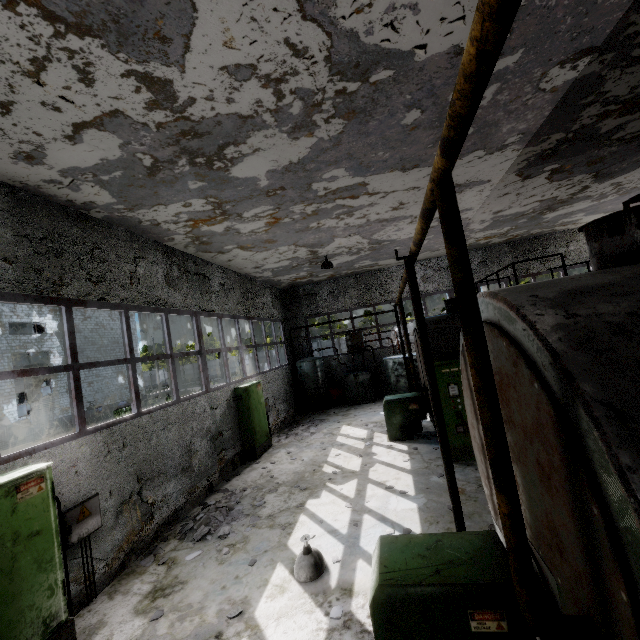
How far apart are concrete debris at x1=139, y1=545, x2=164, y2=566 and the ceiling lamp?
2.9m

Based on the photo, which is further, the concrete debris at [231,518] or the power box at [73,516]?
the concrete debris at [231,518]

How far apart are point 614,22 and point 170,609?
10.1m

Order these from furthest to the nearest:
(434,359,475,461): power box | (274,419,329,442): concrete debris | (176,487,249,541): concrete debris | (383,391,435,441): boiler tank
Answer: (274,419,329,442): concrete debris → (383,391,435,441): boiler tank → (434,359,475,461): power box → (176,487,249,541): concrete debris

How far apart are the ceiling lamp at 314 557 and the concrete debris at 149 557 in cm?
293

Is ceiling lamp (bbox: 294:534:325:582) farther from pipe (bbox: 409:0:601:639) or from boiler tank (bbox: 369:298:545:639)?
pipe (bbox: 409:0:601:639)

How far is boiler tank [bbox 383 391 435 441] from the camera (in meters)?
10.16

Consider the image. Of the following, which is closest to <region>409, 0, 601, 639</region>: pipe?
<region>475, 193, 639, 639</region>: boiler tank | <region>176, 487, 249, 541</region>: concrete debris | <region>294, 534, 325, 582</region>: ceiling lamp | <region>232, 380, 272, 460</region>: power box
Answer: <region>475, 193, 639, 639</region>: boiler tank
